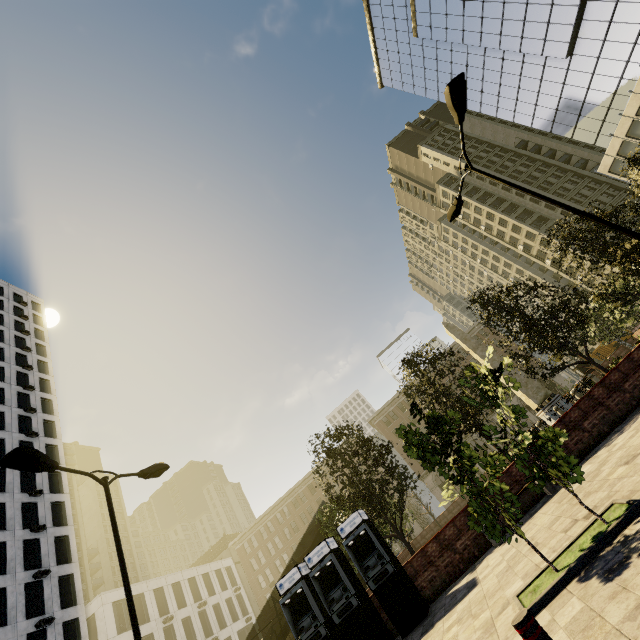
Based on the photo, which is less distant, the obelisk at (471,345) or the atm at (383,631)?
the atm at (383,631)

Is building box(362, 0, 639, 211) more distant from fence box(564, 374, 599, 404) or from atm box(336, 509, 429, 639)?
fence box(564, 374, 599, 404)

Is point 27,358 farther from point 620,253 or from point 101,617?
point 620,253

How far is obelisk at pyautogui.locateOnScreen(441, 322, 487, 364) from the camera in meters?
27.6

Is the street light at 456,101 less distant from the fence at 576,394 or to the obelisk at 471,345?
the fence at 576,394

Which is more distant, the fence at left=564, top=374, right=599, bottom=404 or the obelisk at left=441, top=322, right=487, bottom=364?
the obelisk at left=441, top=322, right=487, bottom=364

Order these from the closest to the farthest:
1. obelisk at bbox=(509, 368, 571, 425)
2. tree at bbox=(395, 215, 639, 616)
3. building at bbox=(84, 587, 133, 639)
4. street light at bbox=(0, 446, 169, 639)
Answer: tree at bbox=(395, 215, 639, 616) < street light at bbox=(0, 446, 169, 639) < obelisk at bbox=(509, 368, 571, 425) < building at bbox=(84, 587, 133, 639)

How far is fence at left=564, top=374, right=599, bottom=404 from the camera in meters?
22.2
